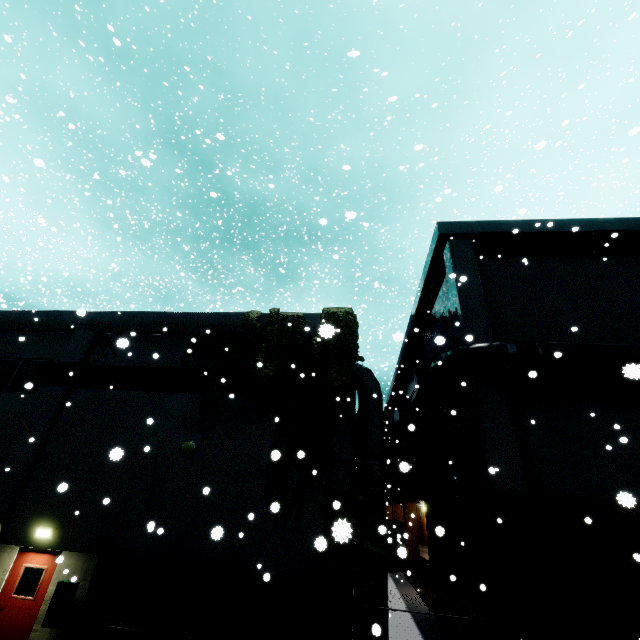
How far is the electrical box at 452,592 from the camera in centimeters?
1355cm

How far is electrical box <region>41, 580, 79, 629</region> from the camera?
8.8 meters

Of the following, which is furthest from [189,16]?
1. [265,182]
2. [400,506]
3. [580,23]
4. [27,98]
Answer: [265,182]

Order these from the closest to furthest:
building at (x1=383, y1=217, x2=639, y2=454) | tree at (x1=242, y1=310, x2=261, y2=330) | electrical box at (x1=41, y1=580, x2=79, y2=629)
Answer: electrical box at (x1=41, y1=580, x2=79, y2=629) → building at (x1=383, y1=217, x2=639, y2=454) → tree at (x1=242, y1=310, x2=261, y2=330)

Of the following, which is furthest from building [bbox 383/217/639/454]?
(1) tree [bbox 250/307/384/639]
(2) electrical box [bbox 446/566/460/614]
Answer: (2) electrical box [bbox 446/566/460/614]

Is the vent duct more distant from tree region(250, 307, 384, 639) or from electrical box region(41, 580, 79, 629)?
electrical box region(41, 580, 79, 629)

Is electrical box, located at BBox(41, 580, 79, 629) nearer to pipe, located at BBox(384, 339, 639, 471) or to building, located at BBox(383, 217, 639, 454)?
building, located at BBox(383, 217, 639, 454)

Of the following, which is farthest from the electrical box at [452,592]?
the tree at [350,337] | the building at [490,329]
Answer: the tree at [350,337]
